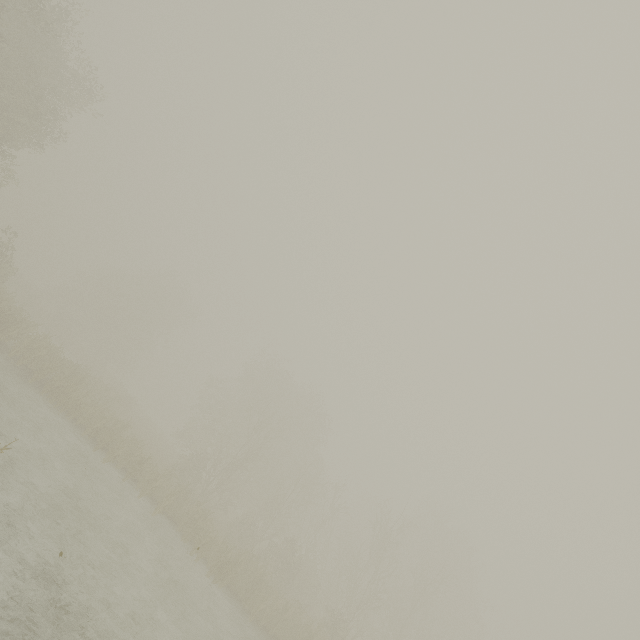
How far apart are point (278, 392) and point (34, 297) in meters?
31.9
